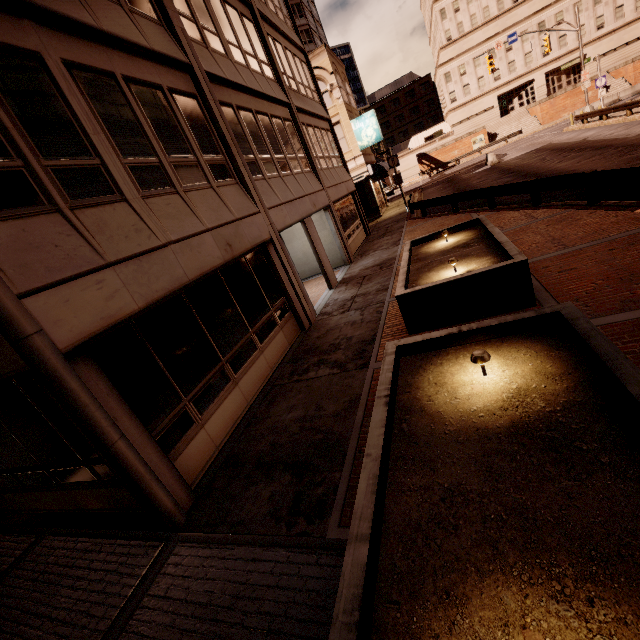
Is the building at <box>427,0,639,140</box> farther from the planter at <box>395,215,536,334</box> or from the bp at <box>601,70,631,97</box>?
the planter at <box>395,215,536,334</box>

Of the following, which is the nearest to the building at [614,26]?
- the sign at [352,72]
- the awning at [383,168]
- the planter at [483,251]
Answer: the sign at [352,72]

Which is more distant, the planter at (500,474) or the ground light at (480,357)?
the ground light at (480,357)

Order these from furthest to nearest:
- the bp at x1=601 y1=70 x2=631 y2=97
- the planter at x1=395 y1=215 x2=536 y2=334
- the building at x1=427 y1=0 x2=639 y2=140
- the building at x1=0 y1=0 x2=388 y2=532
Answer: the building at x1=427 y1=0 x2=639 y2=140 < the bp at x1=601 y1=70 x2=631 y2=97 < the planter at x1=395 y1=215 x2=536 y2=334 < the building at x1=0 y1=0 x2=388 y2=532

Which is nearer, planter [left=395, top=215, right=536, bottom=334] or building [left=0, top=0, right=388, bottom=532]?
building [left=0, top=0, right=388, bottom=532]

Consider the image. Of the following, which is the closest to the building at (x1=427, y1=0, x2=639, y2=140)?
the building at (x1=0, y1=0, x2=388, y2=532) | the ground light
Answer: the building at (x1=0, y1=0, x2=388, y2=532)

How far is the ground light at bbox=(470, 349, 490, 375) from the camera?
3.73m

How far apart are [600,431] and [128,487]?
5.8 meters
